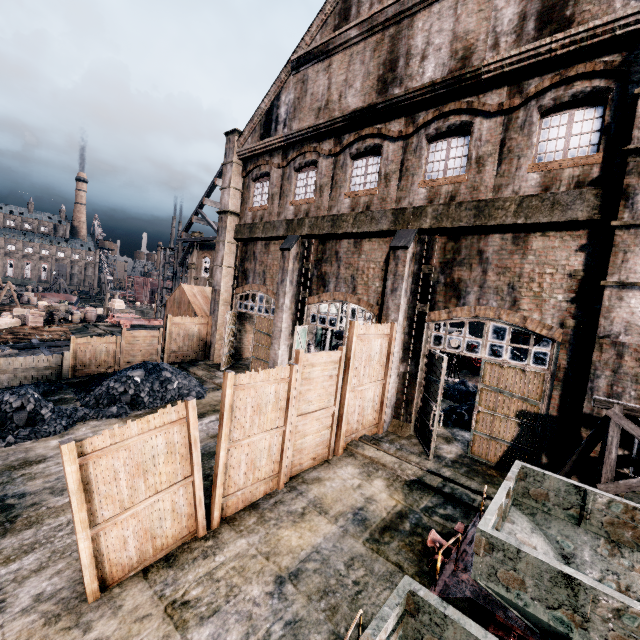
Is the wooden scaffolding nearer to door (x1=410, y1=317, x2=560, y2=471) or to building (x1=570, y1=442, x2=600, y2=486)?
building (x1=570, y1=442, x2=600, y2=486)

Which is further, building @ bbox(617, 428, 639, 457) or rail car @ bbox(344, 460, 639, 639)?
building @ bbox(617, 428, 639, 457)

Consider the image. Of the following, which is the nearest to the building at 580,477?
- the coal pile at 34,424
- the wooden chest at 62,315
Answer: the coal pile at 34,424

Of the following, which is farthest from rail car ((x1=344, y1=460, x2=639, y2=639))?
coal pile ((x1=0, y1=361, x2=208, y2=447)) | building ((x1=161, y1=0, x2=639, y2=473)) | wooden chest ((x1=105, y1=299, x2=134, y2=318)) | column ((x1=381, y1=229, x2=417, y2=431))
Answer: wooden chest ((x1=105, y1=299, x2=134, y2=318))

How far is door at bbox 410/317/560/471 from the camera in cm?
1035

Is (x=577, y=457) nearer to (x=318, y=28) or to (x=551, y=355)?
(x=551, y=355)

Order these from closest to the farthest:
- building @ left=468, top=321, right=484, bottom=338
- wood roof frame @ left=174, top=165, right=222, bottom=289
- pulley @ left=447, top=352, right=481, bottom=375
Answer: pulley @ left=447, top=352, right=481, bottom=375, wood roof frame @ left=174, top=165, right=222, bottom=289, building @ left=468, top=321, right=484, bottom=338

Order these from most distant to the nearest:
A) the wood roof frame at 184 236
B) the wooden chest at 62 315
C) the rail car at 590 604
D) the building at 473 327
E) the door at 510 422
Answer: Result: the building at 473 327 → the wood roof frame at 184 236 → the wooden chest at 62 315 → the door at 510 422 → the rail car at 590 604
